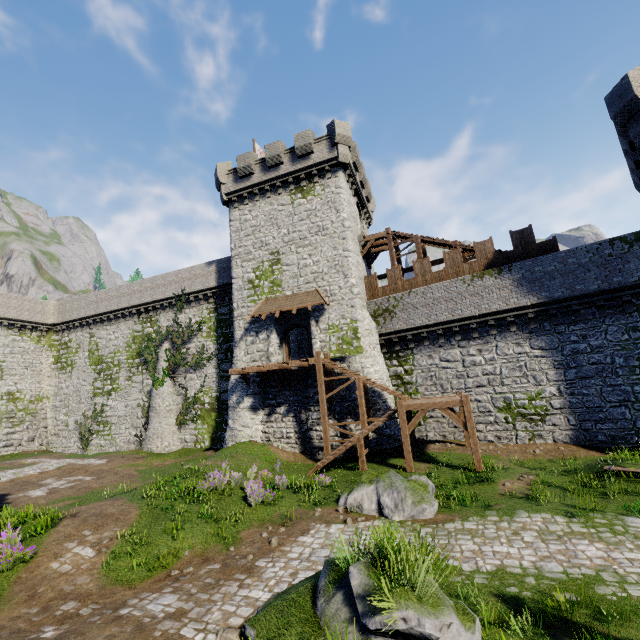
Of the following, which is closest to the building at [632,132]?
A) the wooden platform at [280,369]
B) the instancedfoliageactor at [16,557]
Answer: the wooden platform at [280,369]

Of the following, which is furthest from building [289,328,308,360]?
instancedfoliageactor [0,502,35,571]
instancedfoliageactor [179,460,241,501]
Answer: instancedfoliageactor [0,502,35,571]

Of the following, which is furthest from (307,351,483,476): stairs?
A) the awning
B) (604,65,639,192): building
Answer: (604,65,639,192): building

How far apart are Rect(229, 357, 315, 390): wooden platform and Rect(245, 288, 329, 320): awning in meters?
3.1 m

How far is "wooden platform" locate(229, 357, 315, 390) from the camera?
20.2 meters

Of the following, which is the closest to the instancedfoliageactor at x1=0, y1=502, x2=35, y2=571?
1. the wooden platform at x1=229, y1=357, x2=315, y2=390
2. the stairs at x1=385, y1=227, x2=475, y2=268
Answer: the wooden platform at x1=229, y1=357, x2=315, y2=390

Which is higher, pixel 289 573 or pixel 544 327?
pixel 544 327

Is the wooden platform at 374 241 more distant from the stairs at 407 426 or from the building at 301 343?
the stairs at 407 426
